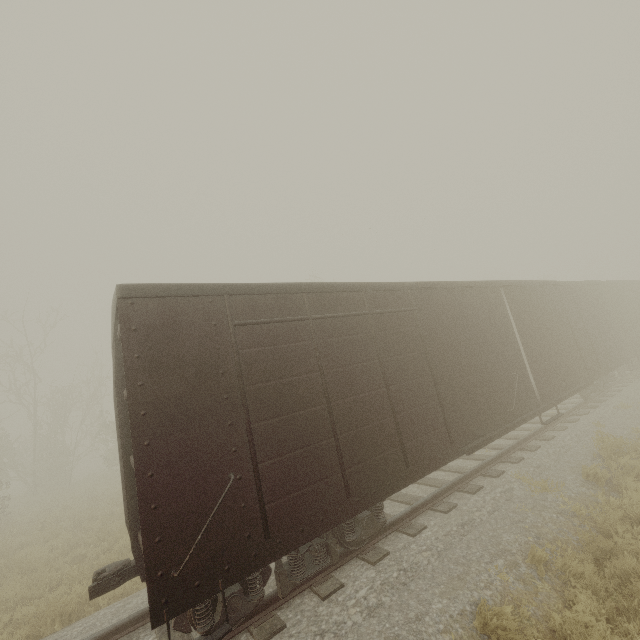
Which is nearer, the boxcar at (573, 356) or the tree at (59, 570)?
the boxcar at (573, 356)

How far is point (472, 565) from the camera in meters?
5.1 m

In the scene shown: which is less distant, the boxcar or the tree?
the boxcar
